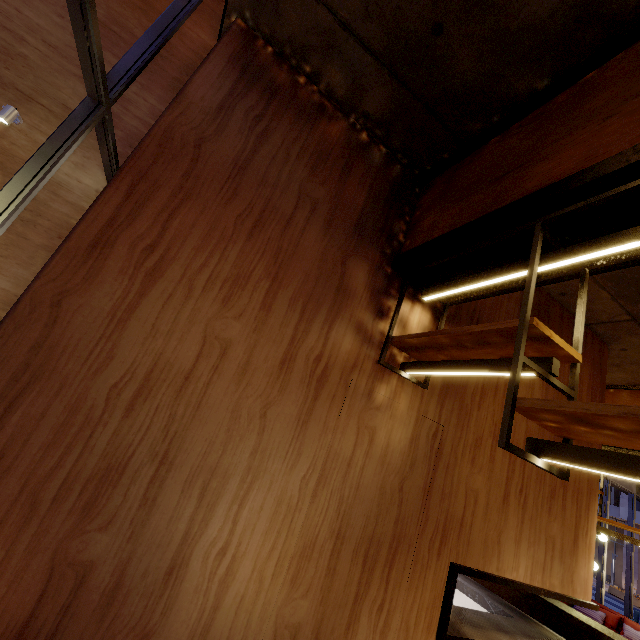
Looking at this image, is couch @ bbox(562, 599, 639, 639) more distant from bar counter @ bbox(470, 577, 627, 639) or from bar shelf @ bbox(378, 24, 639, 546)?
bar shelf @ bbox(378, 24, 639, 546)

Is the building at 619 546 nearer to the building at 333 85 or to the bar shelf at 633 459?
the building at 333 85

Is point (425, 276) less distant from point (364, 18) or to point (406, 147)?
point (406, 147)

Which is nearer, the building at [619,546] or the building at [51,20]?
the building at [51,20]

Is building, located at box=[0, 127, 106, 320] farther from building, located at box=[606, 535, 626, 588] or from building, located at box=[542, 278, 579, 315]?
building, located at box=[606, 535, 626, 588]

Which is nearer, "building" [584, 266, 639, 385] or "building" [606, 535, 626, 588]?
"building" [584, 266, 639, 385]

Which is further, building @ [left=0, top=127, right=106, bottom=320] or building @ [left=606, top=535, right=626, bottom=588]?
building @ [left=606, top=535, right=626, bottom=588]

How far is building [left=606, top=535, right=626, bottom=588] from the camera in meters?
28.6 m
